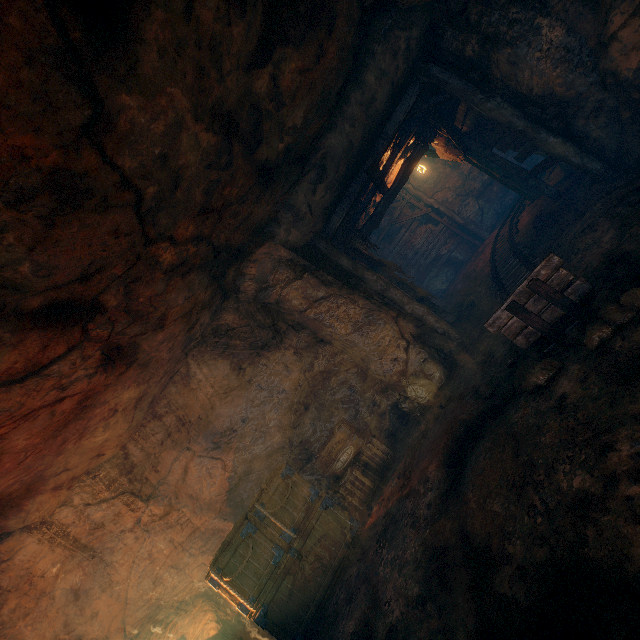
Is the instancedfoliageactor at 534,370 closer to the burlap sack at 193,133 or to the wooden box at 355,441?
the burlap sack at 193,133

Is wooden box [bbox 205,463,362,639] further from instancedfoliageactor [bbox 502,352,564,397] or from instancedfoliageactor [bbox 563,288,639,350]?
instancedfoliageactor [bbox 563,288,639,350]

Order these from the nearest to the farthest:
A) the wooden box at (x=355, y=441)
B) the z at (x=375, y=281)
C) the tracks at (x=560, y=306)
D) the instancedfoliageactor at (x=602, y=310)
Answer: the instancedfoliageactor at (x=602, y=310), the tracks at (x=560, y=306), the z at (x=375, y=281), the wooden box at (x=355, y=441)

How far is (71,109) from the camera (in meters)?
2.35

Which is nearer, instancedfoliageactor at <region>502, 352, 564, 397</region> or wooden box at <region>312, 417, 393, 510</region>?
instancedfoliageactor at <region>502, 352, 564, 397</region>

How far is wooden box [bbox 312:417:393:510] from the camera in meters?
6.3 m

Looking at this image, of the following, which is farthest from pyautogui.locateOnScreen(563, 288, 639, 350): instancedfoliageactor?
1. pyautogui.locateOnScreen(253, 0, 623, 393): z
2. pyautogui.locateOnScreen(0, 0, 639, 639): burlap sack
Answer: pyautogui.locateOnScreen(253, 0, 623, 393): z

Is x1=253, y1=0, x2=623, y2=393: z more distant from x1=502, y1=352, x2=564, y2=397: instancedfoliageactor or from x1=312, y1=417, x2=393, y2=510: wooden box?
x1=502, y1=352, x2=564, y2=397: instancedfoliageactor
